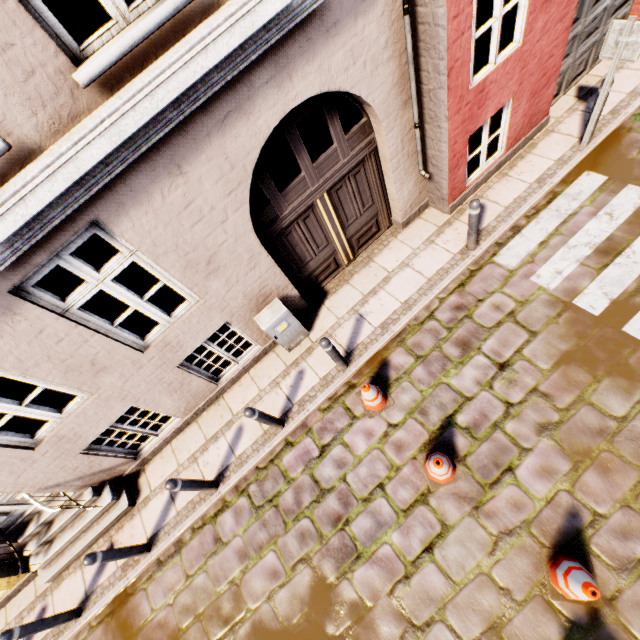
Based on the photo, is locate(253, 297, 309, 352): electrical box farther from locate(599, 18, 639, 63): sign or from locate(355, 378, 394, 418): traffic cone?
locate(599, 18, 639, 63): sign

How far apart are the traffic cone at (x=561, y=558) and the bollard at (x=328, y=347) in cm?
337

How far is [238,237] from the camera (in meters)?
4.39

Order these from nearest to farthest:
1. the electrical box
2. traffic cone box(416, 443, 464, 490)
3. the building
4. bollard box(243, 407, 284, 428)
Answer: the building < traffic cone box(416, 443, 464, 490) < bollard box(243, 407, 284, 428) < the electrical box

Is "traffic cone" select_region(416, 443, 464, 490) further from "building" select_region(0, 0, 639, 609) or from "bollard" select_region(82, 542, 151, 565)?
"bollard" select_region(82, 542, 151, 565)

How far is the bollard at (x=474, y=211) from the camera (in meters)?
4.91

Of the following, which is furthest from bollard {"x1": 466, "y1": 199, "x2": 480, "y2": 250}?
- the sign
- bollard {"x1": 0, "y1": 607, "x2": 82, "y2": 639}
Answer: bollard {"x1": 0, "y1": 607, "x2": 82, "y2": 639}

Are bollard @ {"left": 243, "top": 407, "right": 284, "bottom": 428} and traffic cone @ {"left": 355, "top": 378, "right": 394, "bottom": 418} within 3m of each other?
yes
